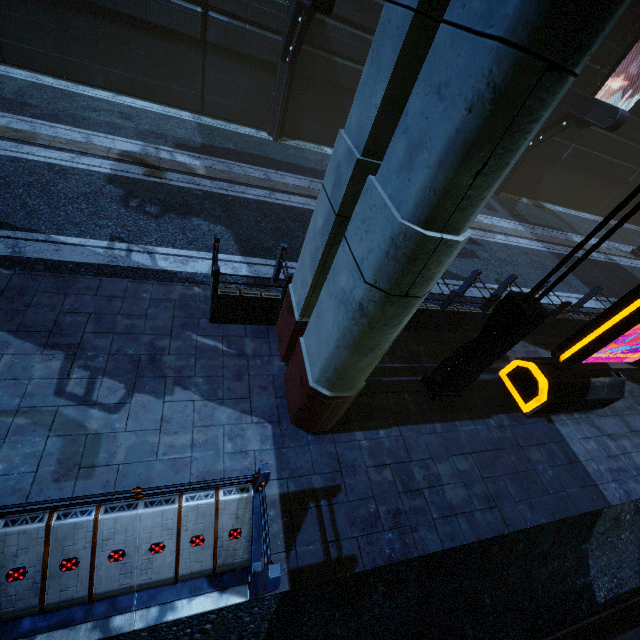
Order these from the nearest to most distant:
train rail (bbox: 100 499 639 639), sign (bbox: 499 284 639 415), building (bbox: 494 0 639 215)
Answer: train rail (bbox: 100 499 639 639) < sign (bbox: 499 284 639 415) < building (bbox: 494 0 639 215)

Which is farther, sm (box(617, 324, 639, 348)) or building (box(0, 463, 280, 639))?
sm (box(617, 324, 639, 348))

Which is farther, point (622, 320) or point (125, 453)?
point (622, 320)

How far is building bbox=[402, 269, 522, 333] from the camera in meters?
7.0 m

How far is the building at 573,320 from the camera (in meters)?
8.23

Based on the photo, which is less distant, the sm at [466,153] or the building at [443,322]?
the sm at [466,153]

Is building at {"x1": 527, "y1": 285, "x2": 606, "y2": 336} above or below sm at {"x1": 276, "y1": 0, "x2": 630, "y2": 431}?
below
